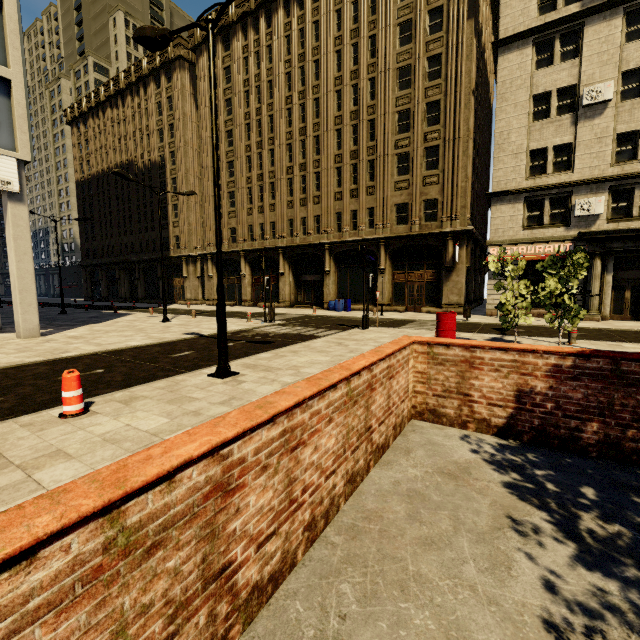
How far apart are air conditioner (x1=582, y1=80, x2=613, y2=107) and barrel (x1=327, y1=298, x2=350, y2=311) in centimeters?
1795cm

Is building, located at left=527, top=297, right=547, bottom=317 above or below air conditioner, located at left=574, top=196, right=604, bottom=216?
below

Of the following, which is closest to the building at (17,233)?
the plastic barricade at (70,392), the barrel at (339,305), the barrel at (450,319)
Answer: the barrel at (339,305)

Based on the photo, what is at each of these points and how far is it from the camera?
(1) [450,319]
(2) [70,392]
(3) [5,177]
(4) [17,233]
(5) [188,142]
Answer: (1) barrel, 10.4 meters
(2) plastic barricade, 5.0 meters
(3) sign, 12.0 meters
(4) building, 12.5 meters
(5) building, 36.3 meters

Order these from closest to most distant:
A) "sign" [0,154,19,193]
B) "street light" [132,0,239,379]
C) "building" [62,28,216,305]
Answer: "street light" [132,0,239,379] < "sign" [0,154,19,193] < "building" [62,28,216,305]

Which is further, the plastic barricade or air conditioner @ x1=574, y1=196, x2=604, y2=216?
air conditioner @ x1=574, y1=196, x2=604, y2=216

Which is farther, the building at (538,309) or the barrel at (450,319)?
the building at (538,309)

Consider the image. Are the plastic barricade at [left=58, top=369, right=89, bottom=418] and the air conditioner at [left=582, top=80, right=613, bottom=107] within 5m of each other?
no
